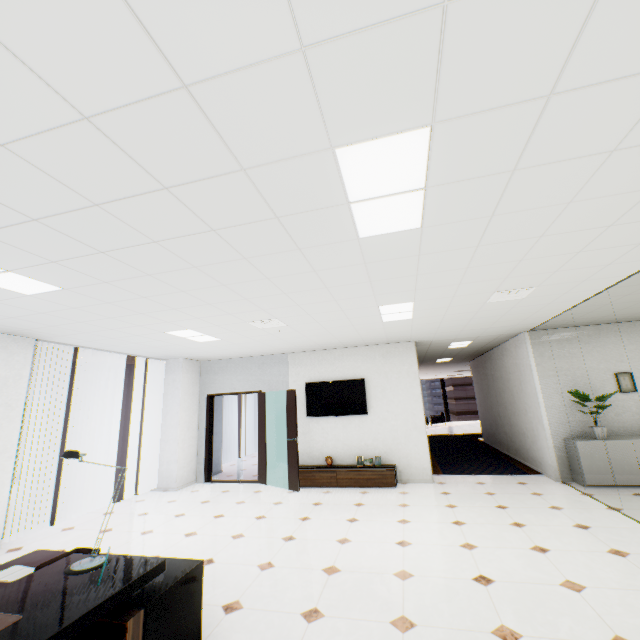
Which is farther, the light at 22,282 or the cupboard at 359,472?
the cupboard at 359,472

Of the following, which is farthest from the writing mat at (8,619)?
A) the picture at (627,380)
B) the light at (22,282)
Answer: the picture at (627,380)

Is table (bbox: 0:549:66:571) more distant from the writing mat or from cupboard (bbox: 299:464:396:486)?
cupboard (bbox: 299:464:396:486)

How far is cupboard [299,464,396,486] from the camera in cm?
651

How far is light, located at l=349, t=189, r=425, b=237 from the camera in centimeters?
210cm

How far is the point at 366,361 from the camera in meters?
7.6 m

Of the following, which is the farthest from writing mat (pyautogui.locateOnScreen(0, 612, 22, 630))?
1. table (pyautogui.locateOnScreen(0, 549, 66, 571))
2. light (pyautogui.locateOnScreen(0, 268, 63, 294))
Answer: light (pyautogui.locateOnScreen(0, 268, 63, 294))

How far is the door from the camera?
6.7 meters
